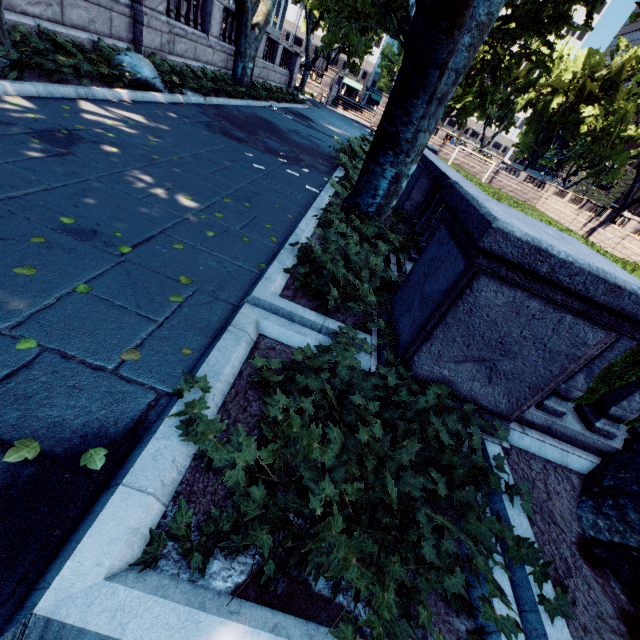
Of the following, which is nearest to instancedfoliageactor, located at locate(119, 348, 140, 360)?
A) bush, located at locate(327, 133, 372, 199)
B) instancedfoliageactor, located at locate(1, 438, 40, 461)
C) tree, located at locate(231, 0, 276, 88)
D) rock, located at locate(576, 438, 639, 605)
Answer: instancedfoliageactor, located at locate(1, 438, 40, 461)

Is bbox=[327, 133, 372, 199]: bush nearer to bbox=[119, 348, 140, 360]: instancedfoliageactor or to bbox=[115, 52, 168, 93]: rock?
bbox=[115, 52, 168, 93]: rock

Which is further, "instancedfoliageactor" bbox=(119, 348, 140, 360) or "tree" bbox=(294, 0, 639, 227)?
"tree" bbox=(294, 0, 639, 227)

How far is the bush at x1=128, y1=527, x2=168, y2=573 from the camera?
1.32m

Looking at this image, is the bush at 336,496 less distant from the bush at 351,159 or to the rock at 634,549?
the rock at 634,549

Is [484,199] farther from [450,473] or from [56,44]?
[56,44]

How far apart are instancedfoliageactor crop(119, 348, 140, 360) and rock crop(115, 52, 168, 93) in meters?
9.6

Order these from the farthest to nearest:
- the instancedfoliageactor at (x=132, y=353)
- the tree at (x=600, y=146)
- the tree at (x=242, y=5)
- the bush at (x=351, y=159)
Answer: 1. the tree at (x=242, y=5)
2. the bush at (x=351, y=159)
3. the tree at (x=600, y=146)
4. the instancedfoliageactor at (x=132, y=353)
